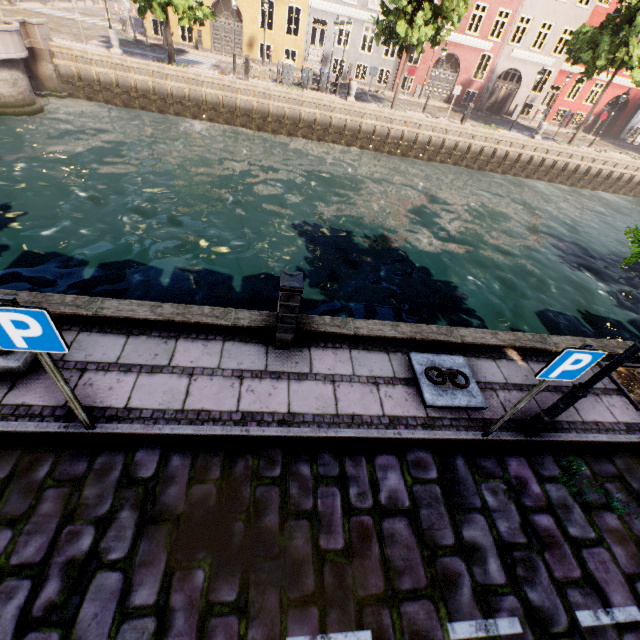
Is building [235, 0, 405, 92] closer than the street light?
No

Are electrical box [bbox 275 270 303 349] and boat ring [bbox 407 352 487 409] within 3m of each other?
yes

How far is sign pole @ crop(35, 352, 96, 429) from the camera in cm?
277

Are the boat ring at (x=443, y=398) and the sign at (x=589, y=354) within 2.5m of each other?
yes

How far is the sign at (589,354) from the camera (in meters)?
3.18

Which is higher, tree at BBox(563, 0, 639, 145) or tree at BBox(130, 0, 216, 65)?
tree at BBox(563, 0, 639, 145)

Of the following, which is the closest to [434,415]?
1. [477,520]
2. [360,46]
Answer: [477,520]

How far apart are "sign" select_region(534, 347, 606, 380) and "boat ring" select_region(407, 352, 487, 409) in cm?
146
